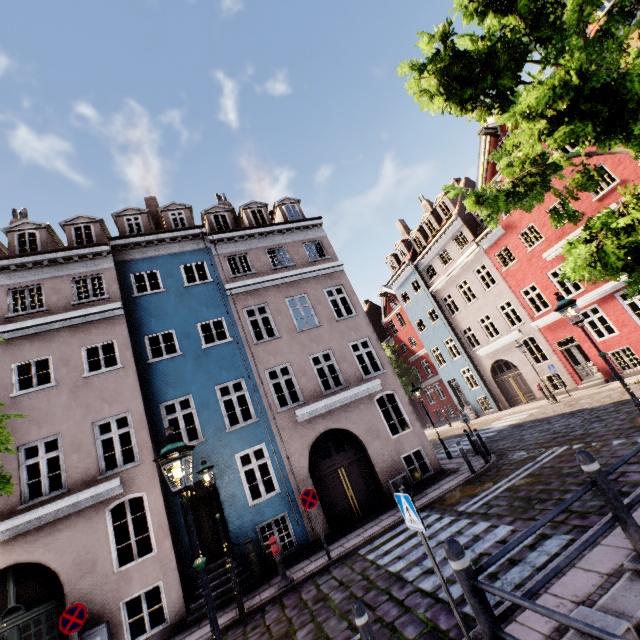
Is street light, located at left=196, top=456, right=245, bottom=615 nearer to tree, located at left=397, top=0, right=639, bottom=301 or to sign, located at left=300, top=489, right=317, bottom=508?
tree, located at left=397, top=0, right=639, bottom=301

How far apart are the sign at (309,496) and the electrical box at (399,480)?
3.4m

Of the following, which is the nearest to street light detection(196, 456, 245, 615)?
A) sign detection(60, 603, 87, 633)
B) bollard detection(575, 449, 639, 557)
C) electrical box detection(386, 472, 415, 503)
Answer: sign detection(60, 603, 87, 633)

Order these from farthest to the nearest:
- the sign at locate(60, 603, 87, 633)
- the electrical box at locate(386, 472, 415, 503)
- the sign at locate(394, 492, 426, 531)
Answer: the electrical box at locate(386, 472, 415, 503) → the sign at locate(60, 603, 87, 633) → the sign at locate(394, 492, 426, 531)

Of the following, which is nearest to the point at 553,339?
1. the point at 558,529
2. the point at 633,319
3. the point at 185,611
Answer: the point at 633,319

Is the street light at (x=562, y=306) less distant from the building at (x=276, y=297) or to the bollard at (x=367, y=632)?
the bollard at (x=367, y=632)

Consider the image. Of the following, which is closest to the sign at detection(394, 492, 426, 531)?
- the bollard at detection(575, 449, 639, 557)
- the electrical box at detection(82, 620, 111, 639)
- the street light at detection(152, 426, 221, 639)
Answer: the bollard at detection(575, 449, 639, 557)

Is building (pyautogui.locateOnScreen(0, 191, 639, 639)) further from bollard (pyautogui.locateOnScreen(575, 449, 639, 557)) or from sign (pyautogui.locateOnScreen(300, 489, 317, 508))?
bollard (pyautogui.locateOnScreen(575, 449, 639, 557))
